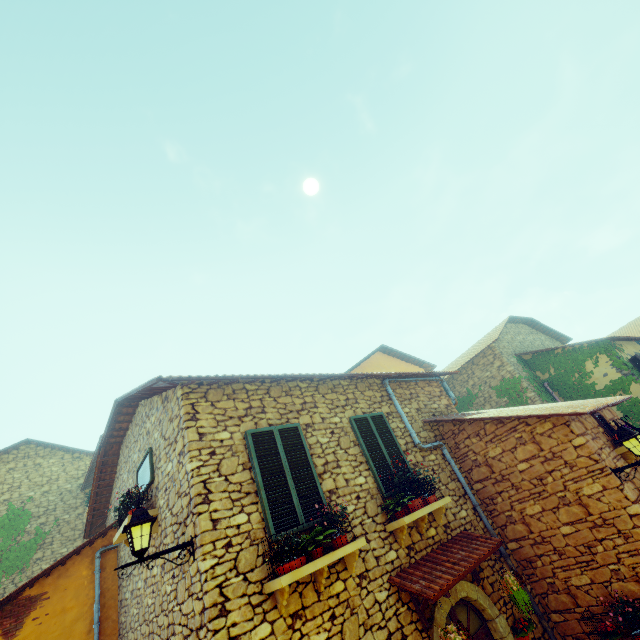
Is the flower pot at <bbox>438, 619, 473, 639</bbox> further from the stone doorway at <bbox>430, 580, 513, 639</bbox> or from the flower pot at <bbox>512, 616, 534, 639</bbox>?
the flower pot at <bbox>512, 616, 534, 639</bbox>

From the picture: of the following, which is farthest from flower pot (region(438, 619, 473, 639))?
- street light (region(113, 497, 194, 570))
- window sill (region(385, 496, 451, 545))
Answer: street light (region(113, 497, 194, 570))

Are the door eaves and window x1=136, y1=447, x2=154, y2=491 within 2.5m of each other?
no

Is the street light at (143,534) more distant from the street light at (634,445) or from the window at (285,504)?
the street light at (634,445)

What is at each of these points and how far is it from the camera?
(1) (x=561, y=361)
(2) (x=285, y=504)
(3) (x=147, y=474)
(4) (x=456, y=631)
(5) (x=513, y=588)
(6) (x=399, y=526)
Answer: (1) vines, 13.59m
(2) window, 5.00m
(3) window, 6.45m
(4) flower pot, 4.46m
(5) flower pot, 5.56m
(6) window sill, 5.57m

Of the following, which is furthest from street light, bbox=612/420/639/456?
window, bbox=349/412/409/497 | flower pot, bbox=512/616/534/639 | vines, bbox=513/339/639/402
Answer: vines, bbox=513/339/639/402

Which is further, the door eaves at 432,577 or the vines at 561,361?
the vines at 561,361

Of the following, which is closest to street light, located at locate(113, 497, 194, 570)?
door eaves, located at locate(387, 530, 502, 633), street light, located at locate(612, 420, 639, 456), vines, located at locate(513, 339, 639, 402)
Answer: door eaves, located at locate(387, 530, 502, 633)
